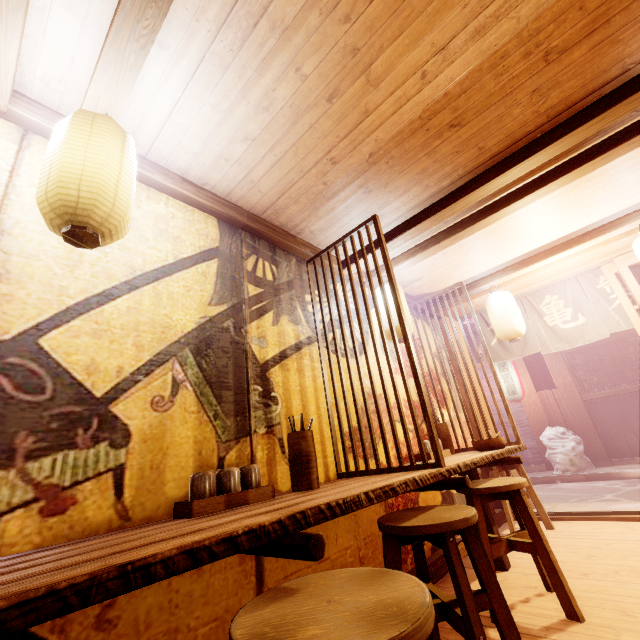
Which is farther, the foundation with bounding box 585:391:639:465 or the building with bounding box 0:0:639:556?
the foundation with bounding box 585:391:639:465

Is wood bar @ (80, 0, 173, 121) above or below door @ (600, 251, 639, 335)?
above

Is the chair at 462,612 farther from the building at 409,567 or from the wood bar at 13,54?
the wood bar at 13,54

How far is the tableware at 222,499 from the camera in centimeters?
253cm

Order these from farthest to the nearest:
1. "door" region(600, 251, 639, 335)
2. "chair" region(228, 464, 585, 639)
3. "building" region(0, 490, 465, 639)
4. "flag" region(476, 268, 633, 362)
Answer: "flag" region(476, 268, 633, 362) < "door" region(600, 251, 639, 335) < "building" region(0, 490, 465, 639) < "chair" region(228, 464, 585, 639)

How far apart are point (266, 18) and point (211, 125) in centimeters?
116cm

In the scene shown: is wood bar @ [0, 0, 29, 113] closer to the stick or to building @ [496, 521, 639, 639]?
building @ [496, 521, 639, 639]

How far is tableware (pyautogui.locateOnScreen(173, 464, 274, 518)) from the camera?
2.5m
